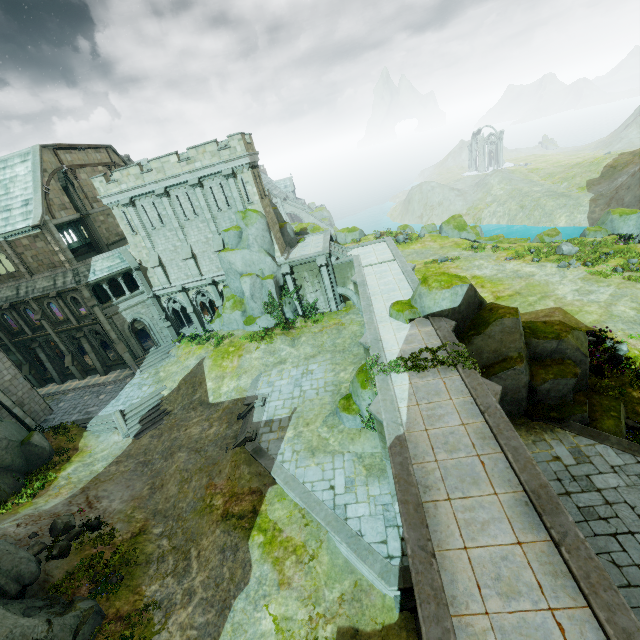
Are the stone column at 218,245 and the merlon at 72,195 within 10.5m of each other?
no

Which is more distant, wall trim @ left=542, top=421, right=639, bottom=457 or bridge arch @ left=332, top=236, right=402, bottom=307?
bridge arch @ left=332, top=236, right=402, bottom=307

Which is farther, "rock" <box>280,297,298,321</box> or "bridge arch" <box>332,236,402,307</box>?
"rock" <box>280,297,298,321</box>

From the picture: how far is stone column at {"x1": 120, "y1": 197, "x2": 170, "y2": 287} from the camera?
28.47m

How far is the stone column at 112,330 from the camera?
28.66m

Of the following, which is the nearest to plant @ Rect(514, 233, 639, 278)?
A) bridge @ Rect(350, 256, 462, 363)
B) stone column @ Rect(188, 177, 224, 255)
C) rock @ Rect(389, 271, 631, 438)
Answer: rock @ Rect(389, 271, 631, 438)

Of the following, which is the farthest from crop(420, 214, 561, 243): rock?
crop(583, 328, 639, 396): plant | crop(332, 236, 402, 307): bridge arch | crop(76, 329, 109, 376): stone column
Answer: crop(76, 329, 109, 376): stone column

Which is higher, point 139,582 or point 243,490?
point 243,490
